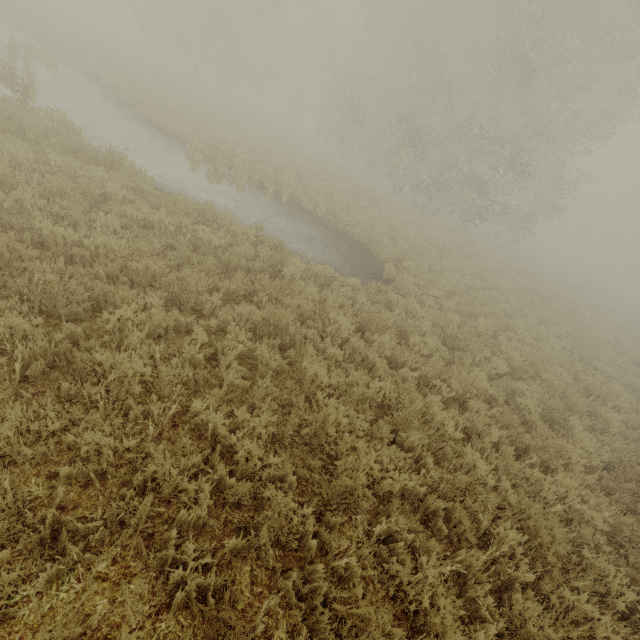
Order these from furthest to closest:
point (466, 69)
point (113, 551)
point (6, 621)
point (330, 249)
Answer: point (466, 69), point (330, 249), point (113, 551), point (6, 621)
